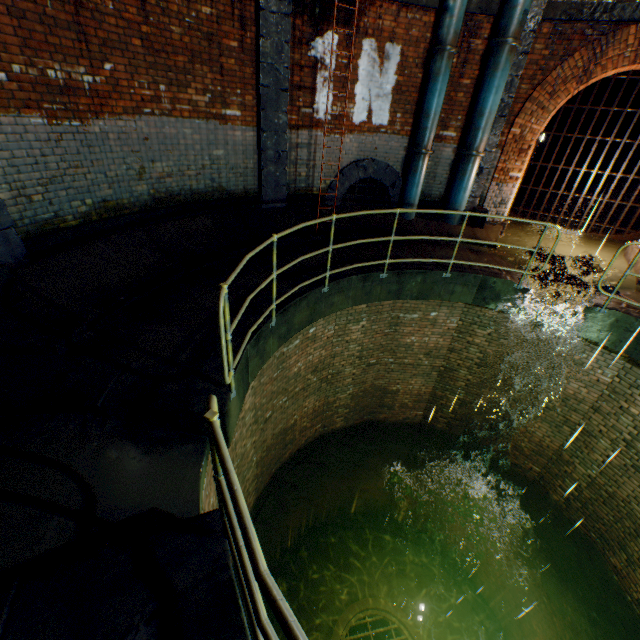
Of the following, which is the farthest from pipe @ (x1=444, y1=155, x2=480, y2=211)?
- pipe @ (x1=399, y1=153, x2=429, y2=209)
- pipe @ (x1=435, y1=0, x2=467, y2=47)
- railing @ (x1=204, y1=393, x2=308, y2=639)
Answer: railing @ (x1=204, y1=393, x2=308, y2=639)

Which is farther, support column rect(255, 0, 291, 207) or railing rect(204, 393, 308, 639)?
support column rect(255, 0, 291, 207)

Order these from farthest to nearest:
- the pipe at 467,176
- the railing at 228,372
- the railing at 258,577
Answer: the pipe at 467,176, the railing at 228,372, the railing at 258,577

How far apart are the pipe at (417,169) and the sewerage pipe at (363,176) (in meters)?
0.16

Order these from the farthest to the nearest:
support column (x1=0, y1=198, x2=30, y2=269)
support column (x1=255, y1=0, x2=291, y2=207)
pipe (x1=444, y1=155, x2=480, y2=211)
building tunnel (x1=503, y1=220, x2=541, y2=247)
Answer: building tunnel (x1=503, y1=220, x2=541, y2=247), pipe (x1=444, y1=155, x2=480, y2=211), support column (x1=255, y1=0, x2=291, y2=207), support column (x1=0, y1=198, x2=30, y2=269)

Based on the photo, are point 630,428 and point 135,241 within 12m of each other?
yes

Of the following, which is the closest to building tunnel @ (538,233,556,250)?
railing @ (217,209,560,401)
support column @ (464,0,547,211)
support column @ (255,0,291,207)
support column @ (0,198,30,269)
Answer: support column @ (464,0,547,211)

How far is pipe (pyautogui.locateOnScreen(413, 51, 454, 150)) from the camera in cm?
711
